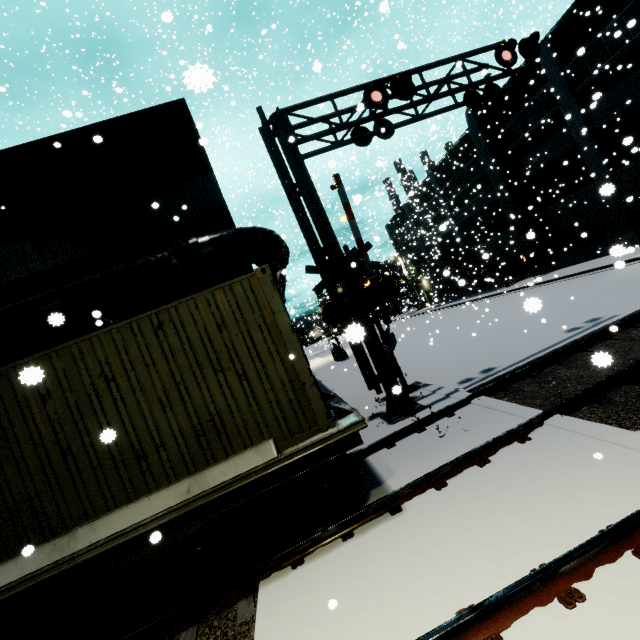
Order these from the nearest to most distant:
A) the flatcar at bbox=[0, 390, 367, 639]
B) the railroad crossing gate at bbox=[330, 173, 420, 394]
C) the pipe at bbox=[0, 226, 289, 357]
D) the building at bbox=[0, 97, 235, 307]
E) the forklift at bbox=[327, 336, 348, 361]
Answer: the flatcar at bbox=[0, 390, 367, 639], the pipe at bbox=[0, 226, 289, 357], the building at bbox=[0, 97, 235, 307], the railroad crossing gate at bbox=[330, 173, 420, 394], the forklift at bbox=[327, 336, 348, 361]

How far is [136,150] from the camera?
9.5m

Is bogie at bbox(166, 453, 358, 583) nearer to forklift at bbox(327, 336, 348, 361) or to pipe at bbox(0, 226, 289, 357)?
pipe at bbox(0, 226, 289, 357)

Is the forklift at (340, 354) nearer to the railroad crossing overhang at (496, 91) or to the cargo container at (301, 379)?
the railroad crossing overhang at (496, 91)

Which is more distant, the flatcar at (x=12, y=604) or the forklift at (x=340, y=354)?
the forklift at (x=340, y=354)

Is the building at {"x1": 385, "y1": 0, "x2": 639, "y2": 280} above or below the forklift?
above

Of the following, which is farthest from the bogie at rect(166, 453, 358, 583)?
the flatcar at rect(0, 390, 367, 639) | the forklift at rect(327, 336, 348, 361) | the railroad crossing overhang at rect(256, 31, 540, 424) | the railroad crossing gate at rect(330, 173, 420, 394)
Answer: the forklift at rect(327, 336, 348, 361)
